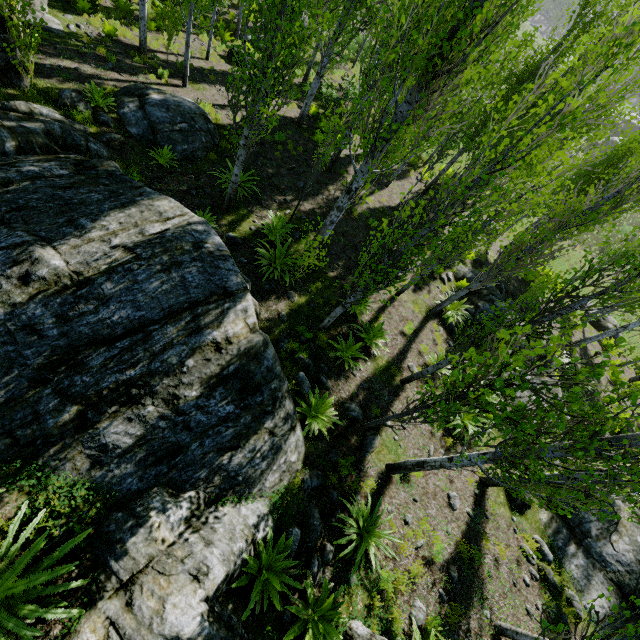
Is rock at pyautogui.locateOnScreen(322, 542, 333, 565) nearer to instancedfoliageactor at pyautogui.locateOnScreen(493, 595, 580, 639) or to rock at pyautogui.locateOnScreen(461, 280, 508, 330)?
instancedfoliageactor at pyautogui.locateOnScreen(493, 595, 580, 639)

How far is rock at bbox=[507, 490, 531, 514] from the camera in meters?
8.2

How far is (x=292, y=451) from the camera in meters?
6.0

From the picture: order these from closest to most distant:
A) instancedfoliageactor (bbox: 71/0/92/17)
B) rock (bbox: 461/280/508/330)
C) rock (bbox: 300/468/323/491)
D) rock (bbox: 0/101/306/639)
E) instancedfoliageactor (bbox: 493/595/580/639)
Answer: instancedfoliageactor (bbox: 493/595/580/639) → rock (bbox: 0/101/306/639) → rock (bbox: 300/468/323/491) → rock (bbox: 461/280/508/330) → instancedfoliageactor (bbox: 71/0/92/17)

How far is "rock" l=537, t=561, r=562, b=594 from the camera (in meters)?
7.35

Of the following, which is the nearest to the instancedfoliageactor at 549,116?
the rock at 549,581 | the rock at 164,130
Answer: the rock at 164,130

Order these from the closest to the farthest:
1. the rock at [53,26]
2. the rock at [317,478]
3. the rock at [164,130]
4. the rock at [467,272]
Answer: the rock at [317,478] → the rock at [164,130] → the rock at [53,26] → the rock at [467,272]

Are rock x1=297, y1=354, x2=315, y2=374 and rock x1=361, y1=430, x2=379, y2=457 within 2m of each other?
yes
